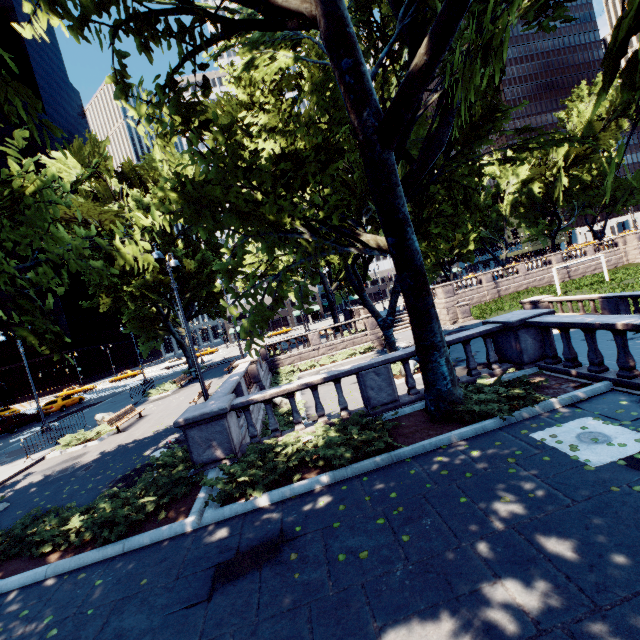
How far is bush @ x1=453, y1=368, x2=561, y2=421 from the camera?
7.3m

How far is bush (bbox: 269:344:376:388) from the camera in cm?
2370

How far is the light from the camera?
13.0 meters

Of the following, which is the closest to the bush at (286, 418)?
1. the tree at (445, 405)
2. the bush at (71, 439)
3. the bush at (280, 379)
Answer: the bush at (280, 379)

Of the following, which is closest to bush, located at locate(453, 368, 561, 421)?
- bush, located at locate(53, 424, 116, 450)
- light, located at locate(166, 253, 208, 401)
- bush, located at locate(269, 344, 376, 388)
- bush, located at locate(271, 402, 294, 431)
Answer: bush, located at locate(271, 402, 294, 431)

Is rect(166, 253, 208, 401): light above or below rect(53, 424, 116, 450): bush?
above

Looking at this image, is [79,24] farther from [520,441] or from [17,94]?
[520,441]

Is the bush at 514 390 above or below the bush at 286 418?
above
